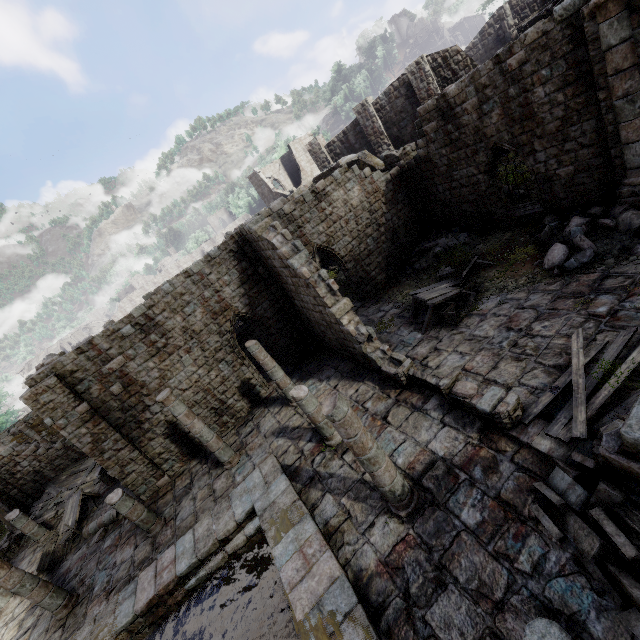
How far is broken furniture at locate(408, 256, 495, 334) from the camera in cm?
1202

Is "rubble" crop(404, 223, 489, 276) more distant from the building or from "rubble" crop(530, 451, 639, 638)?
"rubble" crop(530, 451, 639, 638)

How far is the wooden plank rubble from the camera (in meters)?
18.38

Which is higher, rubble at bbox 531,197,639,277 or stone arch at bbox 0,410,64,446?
stone arch at bbox 0,410,64,446

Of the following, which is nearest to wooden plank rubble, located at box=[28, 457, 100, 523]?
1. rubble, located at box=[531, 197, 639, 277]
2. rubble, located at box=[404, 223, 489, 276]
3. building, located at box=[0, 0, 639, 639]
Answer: building, located at box=[0, 0, 639, 639]

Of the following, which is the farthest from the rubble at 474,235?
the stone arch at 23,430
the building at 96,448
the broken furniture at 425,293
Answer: the stone arch at 23,430

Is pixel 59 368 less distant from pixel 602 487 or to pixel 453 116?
pixel 602 487

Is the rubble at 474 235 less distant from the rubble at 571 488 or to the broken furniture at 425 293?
the broken furniture at 425 293
